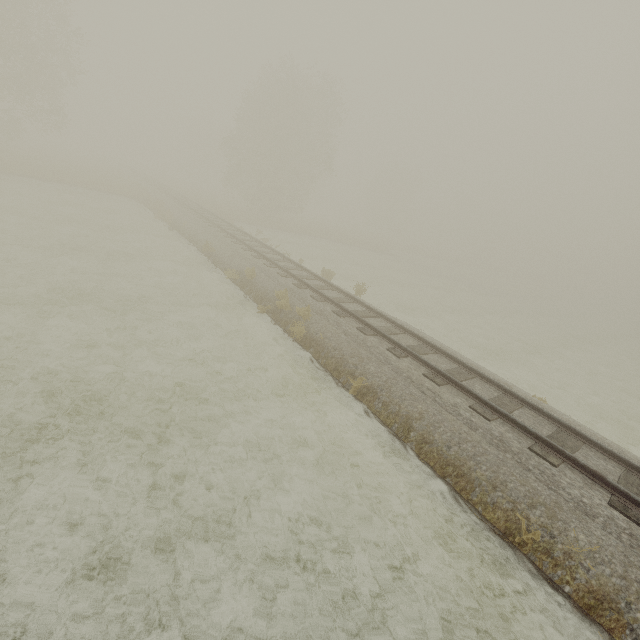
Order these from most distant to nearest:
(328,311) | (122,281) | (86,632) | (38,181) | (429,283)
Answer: (429,283), (38,181), (122,281), (328,311), (86,632)
